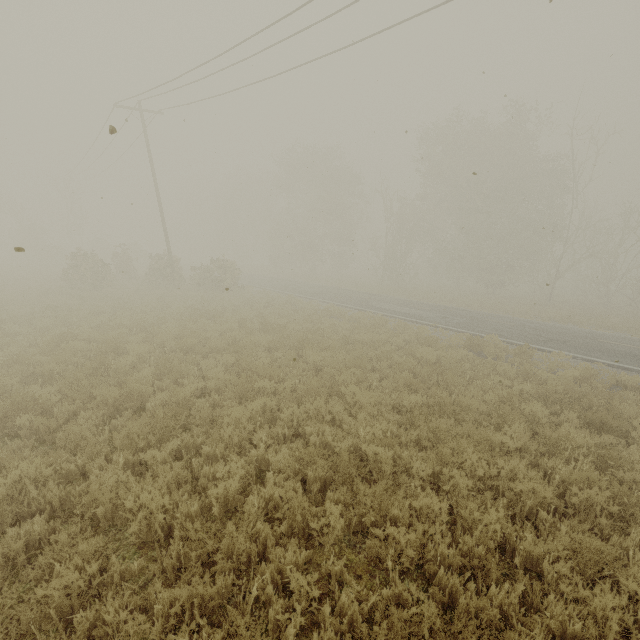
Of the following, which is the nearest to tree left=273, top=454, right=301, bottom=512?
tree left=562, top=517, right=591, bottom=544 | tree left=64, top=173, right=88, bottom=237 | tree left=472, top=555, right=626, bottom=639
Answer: tree left=472, top=555, right=626, bottom=639

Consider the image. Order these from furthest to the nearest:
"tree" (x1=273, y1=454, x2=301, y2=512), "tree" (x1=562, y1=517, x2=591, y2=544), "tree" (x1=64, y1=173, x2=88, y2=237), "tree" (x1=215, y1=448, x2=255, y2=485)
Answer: "tree" (x1=64, y1=173, x2=88, y2=237)
"tree" (x1=215, y1=448, x2=255, y2=485)
"tree" (x1=273, y1=454, x2=301, y2=512)
"tree" (x1=562, y1=517, x2=591, y2=544)

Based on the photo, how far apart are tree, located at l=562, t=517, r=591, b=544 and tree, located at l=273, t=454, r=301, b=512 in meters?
3.8 m

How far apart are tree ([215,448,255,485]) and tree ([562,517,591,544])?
4.78m

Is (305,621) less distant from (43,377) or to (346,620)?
(346,620)

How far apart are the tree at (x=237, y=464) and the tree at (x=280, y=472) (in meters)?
0.72

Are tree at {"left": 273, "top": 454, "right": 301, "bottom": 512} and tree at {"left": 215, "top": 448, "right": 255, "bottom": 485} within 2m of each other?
yes

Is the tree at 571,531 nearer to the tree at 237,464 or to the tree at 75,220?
the tree at 237,464
